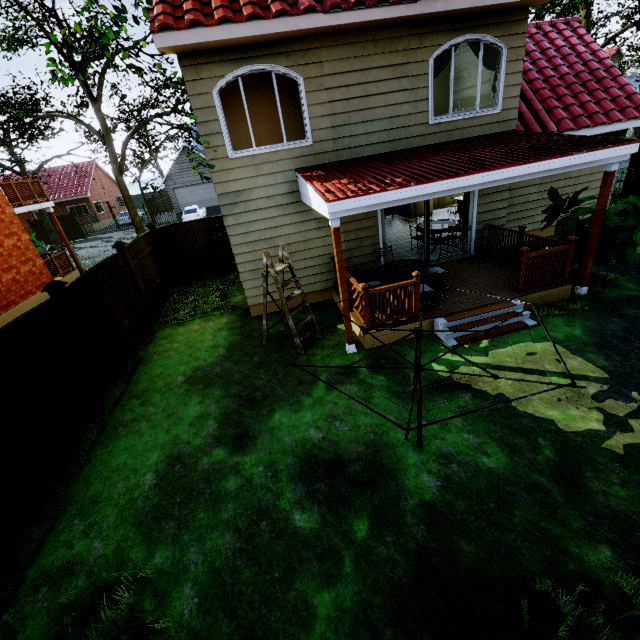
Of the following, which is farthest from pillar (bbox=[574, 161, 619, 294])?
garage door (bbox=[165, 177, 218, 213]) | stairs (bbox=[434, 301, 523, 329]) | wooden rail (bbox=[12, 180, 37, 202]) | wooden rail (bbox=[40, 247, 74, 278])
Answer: garage door (bbox=[165, 177, 218, 213])

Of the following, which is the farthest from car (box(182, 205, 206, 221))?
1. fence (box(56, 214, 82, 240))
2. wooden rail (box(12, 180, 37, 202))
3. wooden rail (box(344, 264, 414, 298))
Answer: wooden rail (box(344, 264, 414, 298))

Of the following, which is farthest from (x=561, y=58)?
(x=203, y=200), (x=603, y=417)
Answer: (x=203, y=200)

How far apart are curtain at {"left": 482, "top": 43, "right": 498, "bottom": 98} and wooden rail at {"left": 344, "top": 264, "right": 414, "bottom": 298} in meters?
5.8

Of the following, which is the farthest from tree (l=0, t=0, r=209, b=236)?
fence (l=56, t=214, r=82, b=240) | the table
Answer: the table

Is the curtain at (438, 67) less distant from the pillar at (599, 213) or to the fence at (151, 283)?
the pillar at (599, 213)

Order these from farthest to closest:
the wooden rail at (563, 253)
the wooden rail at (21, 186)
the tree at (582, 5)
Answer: the wooden rail at (21, 186) < the tree at (582, 5) < the wooden rail at (563, 253)

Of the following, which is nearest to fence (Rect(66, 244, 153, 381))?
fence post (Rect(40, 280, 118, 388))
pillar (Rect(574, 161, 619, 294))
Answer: fence post (Rect(40, 280, 118, 388))
